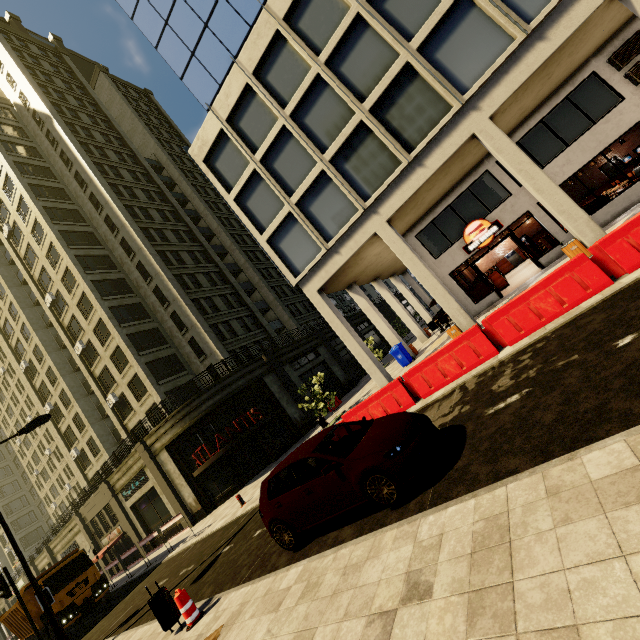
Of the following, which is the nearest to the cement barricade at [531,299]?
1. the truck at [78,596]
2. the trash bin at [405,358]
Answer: the trash bin at [405,358]

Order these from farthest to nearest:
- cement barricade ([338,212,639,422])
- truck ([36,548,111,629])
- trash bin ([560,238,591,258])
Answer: truck ([36,548,111,629])
trash bin ([560,238,591,258])
cement barricade ([338,212,639,422])

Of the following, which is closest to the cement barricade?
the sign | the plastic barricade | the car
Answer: the car

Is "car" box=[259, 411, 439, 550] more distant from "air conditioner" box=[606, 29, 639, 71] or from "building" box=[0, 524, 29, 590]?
"air conditioner" box=[606, 29, 639, 71]

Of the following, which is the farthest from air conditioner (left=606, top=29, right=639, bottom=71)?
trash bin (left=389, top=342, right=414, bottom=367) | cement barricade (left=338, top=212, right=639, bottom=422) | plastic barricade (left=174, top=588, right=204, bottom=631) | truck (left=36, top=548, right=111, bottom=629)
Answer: truck (left=36, top=548, right=111, bottom=629)

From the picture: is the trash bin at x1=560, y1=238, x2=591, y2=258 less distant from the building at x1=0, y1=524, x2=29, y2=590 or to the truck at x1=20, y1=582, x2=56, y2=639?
→ the building at x1=0, y1=524, x2=29, y2=590

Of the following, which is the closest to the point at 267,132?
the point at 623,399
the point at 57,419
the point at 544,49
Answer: the point at 544,49

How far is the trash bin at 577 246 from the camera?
11.0m
